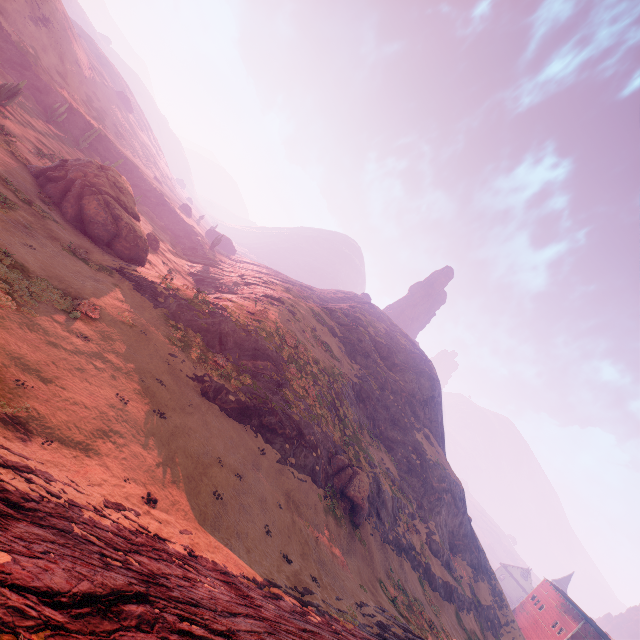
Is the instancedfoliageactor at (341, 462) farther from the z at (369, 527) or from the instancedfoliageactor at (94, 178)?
the instancedfoliageactor at (94, 178)

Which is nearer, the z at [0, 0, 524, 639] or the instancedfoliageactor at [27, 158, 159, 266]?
the z at [0, 0, 524, 639]

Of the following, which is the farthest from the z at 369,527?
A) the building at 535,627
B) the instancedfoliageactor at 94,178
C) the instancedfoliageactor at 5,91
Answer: the instancedfoliageactor at 5,91

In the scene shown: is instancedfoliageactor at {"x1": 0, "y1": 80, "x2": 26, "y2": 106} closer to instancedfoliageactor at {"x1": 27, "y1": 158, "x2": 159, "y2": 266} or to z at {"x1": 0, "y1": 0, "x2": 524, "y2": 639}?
z at {"x1": 0, "y1": 0, "x2": 524, "y2": 639}

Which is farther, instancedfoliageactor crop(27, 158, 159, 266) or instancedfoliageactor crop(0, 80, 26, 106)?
instancedfoliageactor crop(0, 80, 26, 106)

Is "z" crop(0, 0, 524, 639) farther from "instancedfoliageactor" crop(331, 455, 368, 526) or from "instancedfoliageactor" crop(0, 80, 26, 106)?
"instancedfoliageactor" crop(0, 80, 26, 106)

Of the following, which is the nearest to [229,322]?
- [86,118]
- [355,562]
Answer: [355,562]

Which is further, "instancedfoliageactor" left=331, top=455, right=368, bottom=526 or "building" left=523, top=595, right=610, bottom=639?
"building" left=523, top=595, right=610, bottom=639
